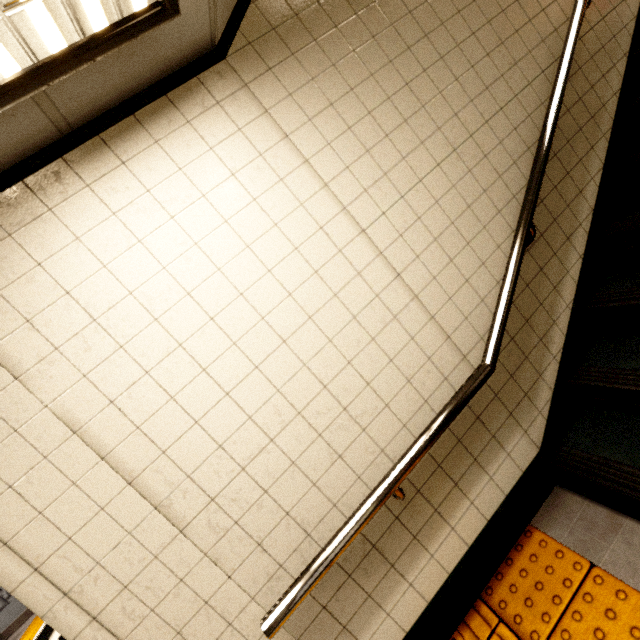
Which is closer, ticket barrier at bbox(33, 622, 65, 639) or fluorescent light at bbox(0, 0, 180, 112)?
fluorescent light at bbox(0, 0, 180, 112)

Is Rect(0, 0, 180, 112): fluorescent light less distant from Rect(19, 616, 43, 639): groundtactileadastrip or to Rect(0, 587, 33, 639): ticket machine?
Rect(19, 616, 43, 639): groundtactileadastrip

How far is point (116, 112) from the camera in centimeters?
133cm

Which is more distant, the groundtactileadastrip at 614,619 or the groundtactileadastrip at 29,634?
the groundtactileadastrip at 29,634

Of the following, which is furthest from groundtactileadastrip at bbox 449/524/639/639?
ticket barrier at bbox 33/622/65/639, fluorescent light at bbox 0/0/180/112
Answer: fluorescent light at bbox 0/0/180/112

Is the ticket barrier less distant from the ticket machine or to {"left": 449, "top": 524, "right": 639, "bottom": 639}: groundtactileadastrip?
{"left": 449, "top": 524, "right": 639, "bottom": 639}: groundtactileadastrip

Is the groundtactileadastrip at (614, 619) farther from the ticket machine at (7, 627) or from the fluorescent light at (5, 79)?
the fluorescent light at (5, 79)
